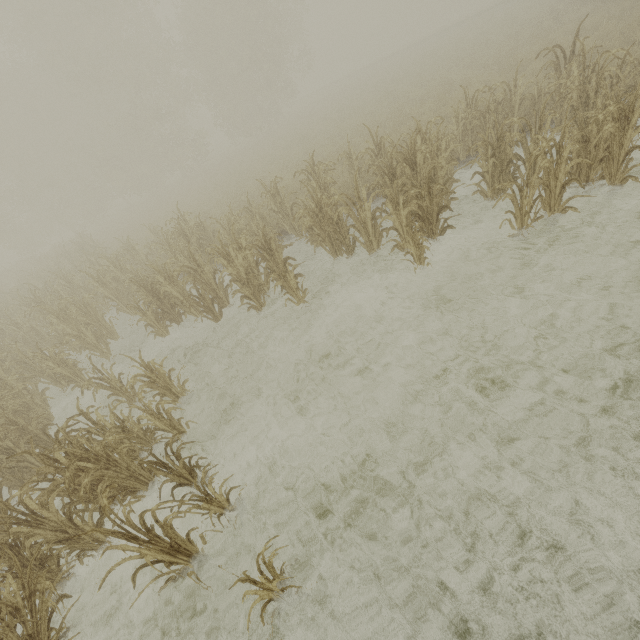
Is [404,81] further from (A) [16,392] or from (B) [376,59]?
(B) [376,59]

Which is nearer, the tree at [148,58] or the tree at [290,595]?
the tree at [290,595]

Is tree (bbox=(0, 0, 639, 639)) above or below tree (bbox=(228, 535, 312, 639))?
above

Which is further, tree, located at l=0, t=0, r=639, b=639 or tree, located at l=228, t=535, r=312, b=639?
tree, located at l=0, t=0, r=639, b=639

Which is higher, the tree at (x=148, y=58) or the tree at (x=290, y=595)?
the tree at (x=148, y=58)
